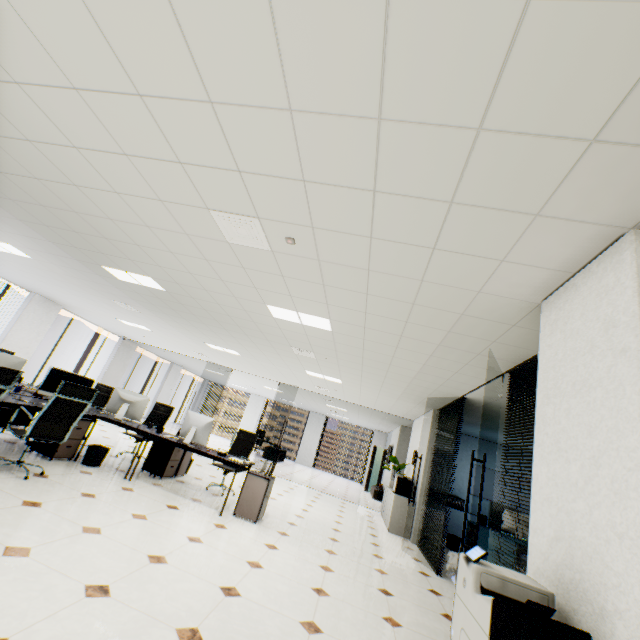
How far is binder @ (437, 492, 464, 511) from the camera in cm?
944

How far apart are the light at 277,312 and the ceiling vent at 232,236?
1.5m

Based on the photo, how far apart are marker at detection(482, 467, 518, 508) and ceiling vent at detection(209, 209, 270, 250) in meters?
10.2 m

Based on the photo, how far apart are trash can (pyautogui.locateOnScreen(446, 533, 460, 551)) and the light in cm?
655

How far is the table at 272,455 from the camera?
15.1m

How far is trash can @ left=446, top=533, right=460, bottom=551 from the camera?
7.7 meters

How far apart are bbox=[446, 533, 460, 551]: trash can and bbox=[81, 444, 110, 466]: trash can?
7.76m

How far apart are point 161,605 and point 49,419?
2.9 meters
